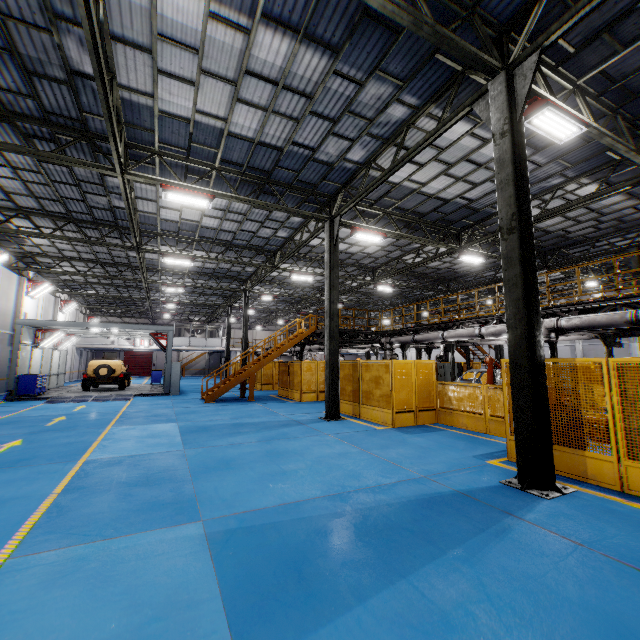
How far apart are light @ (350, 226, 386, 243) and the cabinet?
15.5 meters

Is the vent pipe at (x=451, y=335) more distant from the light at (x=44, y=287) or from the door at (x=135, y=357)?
the door at (x=135, y=357)

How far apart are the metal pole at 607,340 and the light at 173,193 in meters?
15.9 m

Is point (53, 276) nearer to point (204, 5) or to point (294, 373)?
point (294, 373)

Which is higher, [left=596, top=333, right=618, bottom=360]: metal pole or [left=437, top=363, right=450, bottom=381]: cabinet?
[left=596, top=333, right=618, bottom=360]: metal pole

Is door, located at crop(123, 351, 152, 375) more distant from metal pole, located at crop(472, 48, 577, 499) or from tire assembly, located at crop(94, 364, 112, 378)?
metal pole, located at crop(472, 48, 577, 499)

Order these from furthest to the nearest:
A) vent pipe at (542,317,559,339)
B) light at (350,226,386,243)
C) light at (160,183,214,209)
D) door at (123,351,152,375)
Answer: door at (123,351,152,375) < light at (350,226,386,243) < vent pipe at (542,317,559,339) < light at (160,183,214,209)

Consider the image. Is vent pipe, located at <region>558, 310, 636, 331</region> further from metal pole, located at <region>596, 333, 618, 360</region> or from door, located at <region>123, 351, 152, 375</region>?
door, located at <region>123, 351, 152, 375</region>
